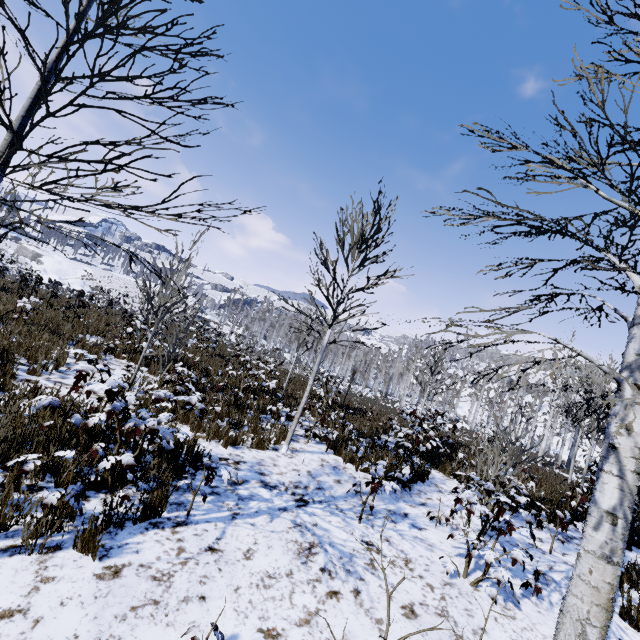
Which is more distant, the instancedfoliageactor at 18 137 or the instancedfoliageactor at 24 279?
the instancedfoliageactor at 24 279

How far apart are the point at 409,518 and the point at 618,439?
3.9 meters

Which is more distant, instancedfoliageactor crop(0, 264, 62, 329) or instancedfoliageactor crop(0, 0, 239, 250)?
instancedfoliageactor crop(0, 264, 62, 329)

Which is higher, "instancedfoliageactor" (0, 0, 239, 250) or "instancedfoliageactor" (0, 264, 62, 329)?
"instancedfoliageactor" (0, 0, 239, 250)

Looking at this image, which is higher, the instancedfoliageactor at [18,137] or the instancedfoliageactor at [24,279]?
the instancedfoliageactor at [18,137]
